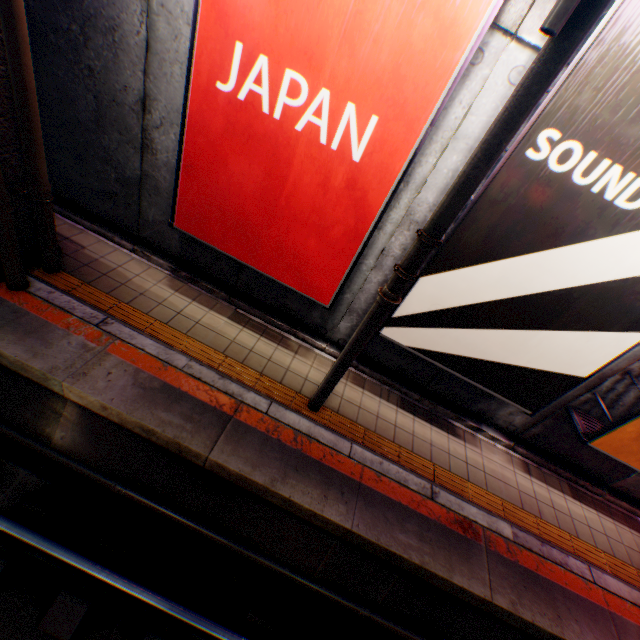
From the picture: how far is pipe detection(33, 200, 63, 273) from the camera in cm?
432

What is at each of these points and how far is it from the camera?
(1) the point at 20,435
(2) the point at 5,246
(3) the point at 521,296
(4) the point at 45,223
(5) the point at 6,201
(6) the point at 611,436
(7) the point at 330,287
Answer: (1) pipe, 4.2 meters
(2) pipe, 4.1 meters
(3) billboard, 3.9 meters
(4) pipe, 4.4 meters
(5) pipe, 3.8 meters
(6) billboard, 4.7 meters
(7) billboard, 4.6 meters

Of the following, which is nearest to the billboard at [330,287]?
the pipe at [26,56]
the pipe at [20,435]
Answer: the pipe at [26,56]

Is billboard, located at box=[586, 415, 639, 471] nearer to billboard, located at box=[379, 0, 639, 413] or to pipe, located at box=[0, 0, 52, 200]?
billboard, located at box=[379, 0, 639, 413]

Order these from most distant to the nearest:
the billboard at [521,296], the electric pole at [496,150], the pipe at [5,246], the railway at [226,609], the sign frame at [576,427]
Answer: the sign frame at [576,427], the pipe at [5,246], the railway at [226,609], the billboard at [521,296], the electric pole at [496,150]

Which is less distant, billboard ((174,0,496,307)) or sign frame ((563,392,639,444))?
billboard ((174,0,496,307))

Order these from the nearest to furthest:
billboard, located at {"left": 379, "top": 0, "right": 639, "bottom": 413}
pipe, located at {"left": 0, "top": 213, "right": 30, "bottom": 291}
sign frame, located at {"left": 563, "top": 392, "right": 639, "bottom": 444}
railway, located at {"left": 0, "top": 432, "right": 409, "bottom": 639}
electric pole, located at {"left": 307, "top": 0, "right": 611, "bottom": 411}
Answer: electric pole, located at {"left": 307, "top": 0, "right": 611, "bottom": 411}, billboard, located at {"left": 379, "top": 0, "right": 639, "bottom": 413}, railway, located at {"left": 0, "top": 432, "right": 409, "bottom": 639}, pipe, located at {"left": 0, "top": 213, "right": 30, "bottom": 291}, sign frame, located at {"left": 563, "top": 392, "right": 639, "bottom": 444}

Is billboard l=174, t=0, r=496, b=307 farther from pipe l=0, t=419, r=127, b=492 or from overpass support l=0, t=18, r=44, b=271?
pipe l=0, t=419, r=127, b=492
